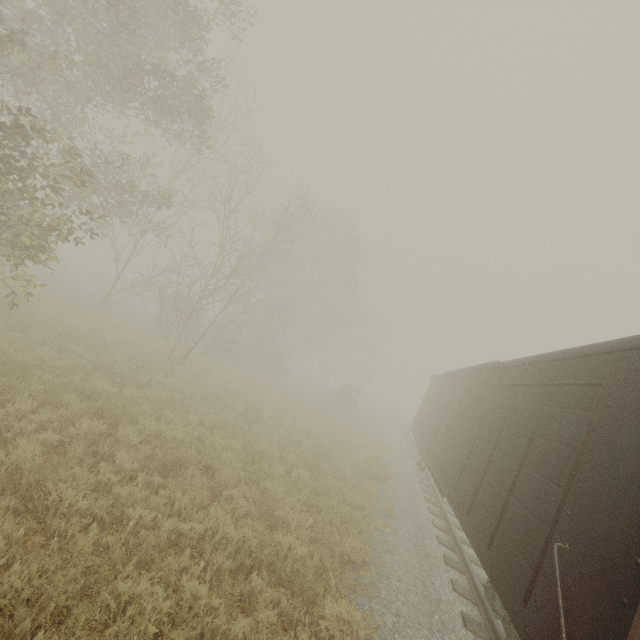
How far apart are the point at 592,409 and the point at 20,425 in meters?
8.9
